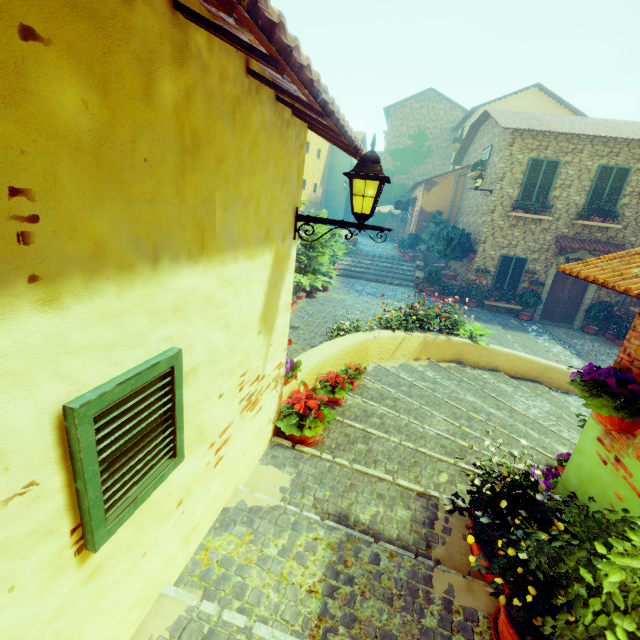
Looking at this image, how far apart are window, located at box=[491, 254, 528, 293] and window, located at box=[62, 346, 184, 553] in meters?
15.0 m

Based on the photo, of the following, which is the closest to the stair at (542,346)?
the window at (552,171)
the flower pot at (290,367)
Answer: the flower pot at (290,367)

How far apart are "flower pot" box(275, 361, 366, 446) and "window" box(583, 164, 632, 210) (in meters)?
14.47

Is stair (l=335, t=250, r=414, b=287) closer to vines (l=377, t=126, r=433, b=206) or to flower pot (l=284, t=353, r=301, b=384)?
flower pot (l=284, t=353, r=301, b=384)

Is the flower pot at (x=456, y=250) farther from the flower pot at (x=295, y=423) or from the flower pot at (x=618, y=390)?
the flower pot at (x=618, y=390)

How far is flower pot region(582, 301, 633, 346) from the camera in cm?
1265

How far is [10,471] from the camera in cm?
99

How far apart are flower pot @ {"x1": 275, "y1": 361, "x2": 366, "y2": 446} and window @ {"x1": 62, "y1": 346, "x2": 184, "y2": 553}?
1.8 meters
